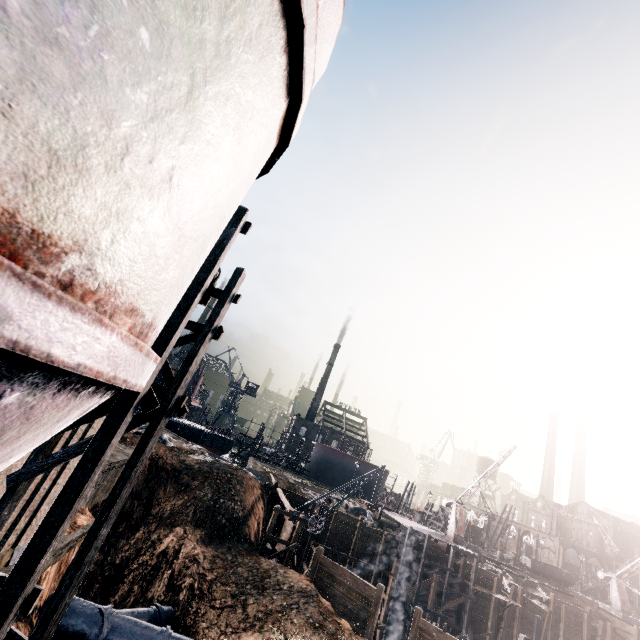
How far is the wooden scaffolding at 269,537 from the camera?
24.3 meters

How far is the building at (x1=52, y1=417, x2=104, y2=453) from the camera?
12.4 meters

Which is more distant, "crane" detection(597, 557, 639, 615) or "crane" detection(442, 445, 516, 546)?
"crane" detection(597, 557, 639, 615)

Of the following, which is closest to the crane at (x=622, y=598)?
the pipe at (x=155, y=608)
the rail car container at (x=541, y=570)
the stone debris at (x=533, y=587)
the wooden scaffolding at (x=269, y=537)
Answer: the rail car container at (x=541, y=570)

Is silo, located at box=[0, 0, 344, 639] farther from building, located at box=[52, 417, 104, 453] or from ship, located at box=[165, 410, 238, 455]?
ship, located at box=[165, 410, 238, 455]

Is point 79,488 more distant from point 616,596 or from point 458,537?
point 616,596

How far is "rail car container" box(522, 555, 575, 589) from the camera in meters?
46.1
